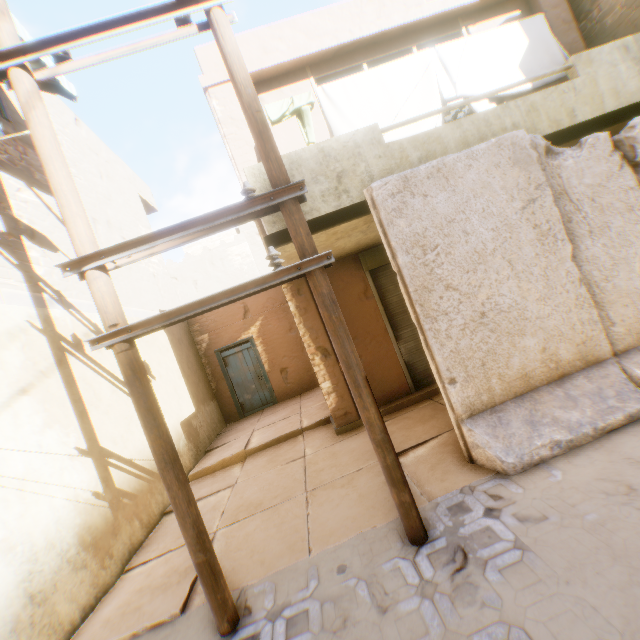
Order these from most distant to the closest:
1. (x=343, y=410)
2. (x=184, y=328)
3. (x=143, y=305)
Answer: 1. (x=184, y=328)
2. (x=143, y=305)
3. (x=343, y=410)

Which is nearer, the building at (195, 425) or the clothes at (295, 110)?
the clothes at (295, 110)

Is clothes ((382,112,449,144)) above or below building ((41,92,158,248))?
below

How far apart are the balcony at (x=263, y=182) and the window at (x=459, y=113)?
1.1m

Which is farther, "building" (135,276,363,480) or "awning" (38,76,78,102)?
"building" (135,276,363,480)

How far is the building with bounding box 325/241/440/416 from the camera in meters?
6.5

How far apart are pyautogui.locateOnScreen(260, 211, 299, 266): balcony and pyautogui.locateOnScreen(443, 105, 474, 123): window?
1.1 meters
